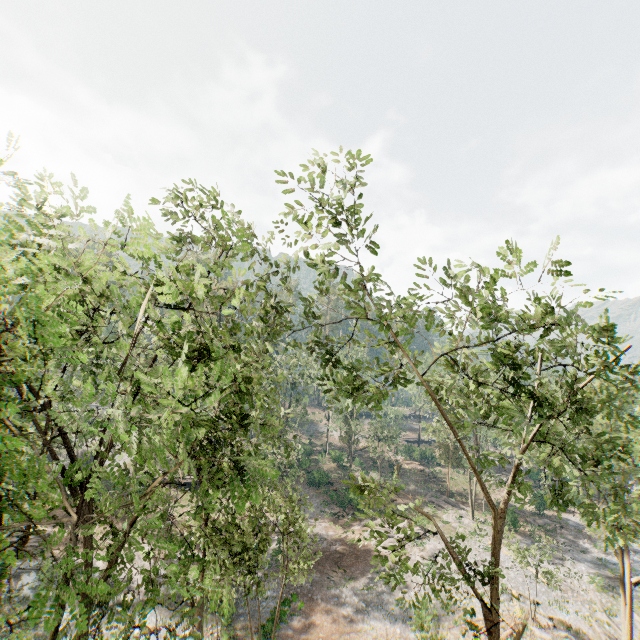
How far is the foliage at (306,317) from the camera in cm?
1042

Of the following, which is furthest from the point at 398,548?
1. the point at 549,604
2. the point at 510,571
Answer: the point at 549,604

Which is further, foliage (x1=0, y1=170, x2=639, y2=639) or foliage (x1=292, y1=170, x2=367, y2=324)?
foliage (x1=292, y1=170, x2=367, y2=324)

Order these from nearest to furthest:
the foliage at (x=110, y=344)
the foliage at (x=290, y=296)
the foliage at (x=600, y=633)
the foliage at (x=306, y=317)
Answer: the foliage at (x=110, y=344)
the foliage at (x=306, y=317)
the foliage at (x=290, y=296)
the foliage at (x=600, y=633)

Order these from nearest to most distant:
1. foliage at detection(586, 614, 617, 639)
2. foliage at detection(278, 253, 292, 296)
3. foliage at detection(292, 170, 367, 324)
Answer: foliage at detection(292, 170, 367, 324)
foliage at detection(278, 253, 292, 296)
foliage at detection(586, 614, 617, 639)
